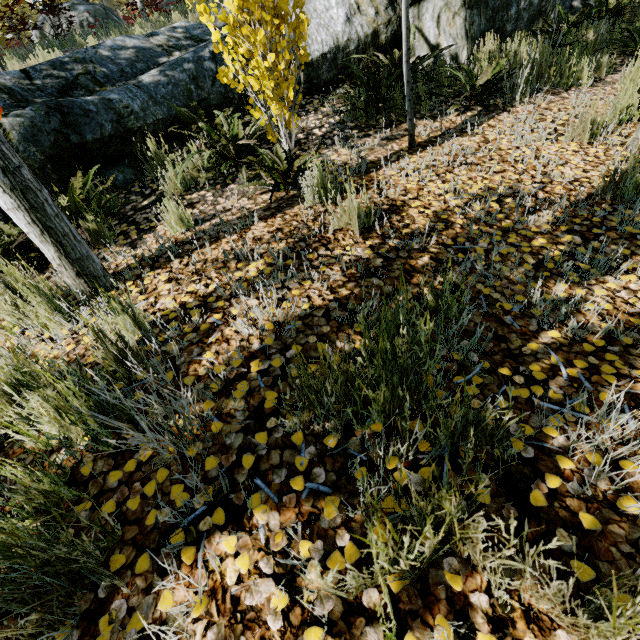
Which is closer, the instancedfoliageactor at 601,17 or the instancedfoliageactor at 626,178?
the instancedfoliageactor at 626,178

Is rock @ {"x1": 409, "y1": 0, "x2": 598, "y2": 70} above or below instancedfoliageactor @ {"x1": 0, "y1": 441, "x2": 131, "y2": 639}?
above

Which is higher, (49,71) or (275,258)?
(49,71)

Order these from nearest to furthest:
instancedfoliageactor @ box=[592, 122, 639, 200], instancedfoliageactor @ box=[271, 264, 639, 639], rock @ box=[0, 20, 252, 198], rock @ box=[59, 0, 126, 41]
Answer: instancedfoliageactor @ box=[271, 264, 639, 639] → instancedfoliageactor @ box=[592, 122, 639, 200] → rock @ box=[0, 20, 252, 198] → rock @ box=[59, 0, 126, 41]

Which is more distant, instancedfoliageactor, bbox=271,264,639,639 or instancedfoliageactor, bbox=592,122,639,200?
instancedfoliageactor, bbox=592,122,639,200

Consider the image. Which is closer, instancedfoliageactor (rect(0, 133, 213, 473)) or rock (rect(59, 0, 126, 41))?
instancedfoliageactor (rect(0, 133, 213, 473))

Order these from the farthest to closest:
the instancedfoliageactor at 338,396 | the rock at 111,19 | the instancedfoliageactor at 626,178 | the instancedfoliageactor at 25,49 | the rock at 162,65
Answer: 1. the rock at 111,19
2. the instancedfoliageactor at 25,49
3. the rock at 162,65
4. the instancedfoliageactor at 626,178
5. the instancedfoliageactor at 338,396
